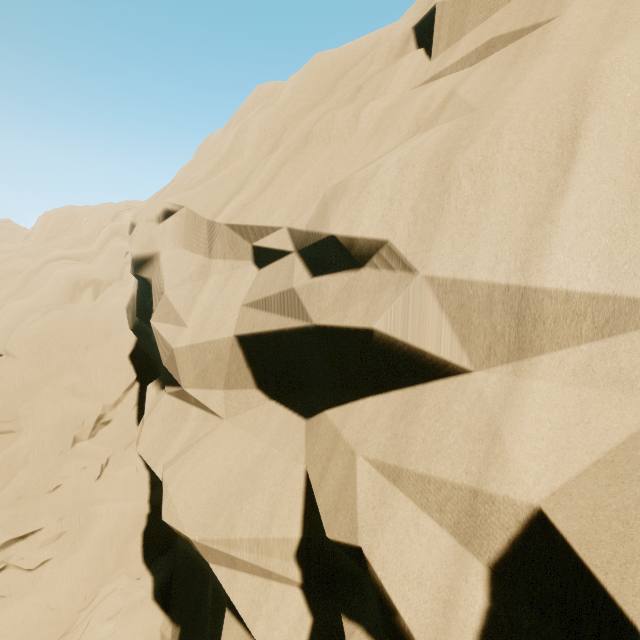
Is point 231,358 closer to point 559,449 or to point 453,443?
point 453,443
